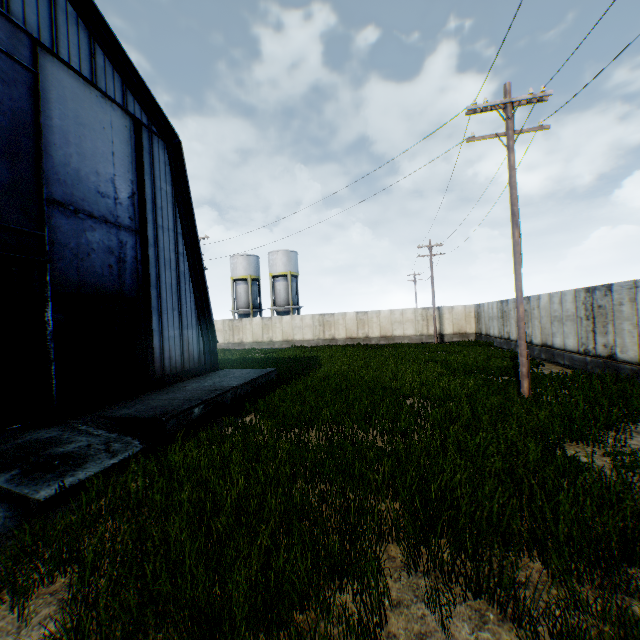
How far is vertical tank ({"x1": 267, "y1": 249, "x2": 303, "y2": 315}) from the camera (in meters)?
42.66

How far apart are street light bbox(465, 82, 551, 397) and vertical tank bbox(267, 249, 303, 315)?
33.25m

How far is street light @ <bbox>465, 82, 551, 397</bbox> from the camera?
9.78m

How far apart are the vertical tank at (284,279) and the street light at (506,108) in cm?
3325

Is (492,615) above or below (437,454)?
below

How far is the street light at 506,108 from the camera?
9.8m

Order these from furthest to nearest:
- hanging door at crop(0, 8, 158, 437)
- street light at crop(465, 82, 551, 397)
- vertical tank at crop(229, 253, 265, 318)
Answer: vertical tank at crop(229, 253, 265, 318), street light at crop(465, 82, 551, 397), hanging door at crop(0, 8, 158, 437)

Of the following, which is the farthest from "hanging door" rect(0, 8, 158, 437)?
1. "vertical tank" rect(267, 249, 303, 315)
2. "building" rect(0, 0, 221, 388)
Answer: "vertical tank" rect(267, 249, 303, 315)
